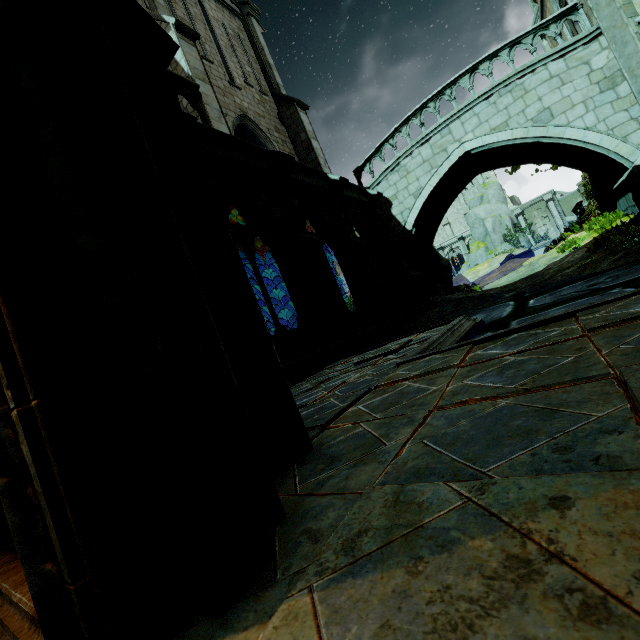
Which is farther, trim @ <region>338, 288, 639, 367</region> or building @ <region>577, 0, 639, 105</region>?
building @ <region>577, 0, 639, 105</region>

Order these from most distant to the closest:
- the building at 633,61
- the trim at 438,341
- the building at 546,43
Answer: the building at 546,43 → the building at 633,61 → the trim at 438,341

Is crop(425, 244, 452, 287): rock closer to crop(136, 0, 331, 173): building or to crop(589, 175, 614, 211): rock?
crop(136, 0, 331, 173): building

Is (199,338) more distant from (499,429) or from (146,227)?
(499,429)

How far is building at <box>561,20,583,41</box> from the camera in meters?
12.3 m

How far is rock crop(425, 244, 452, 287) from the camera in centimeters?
1594cm

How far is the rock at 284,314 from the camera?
20.9 meters
